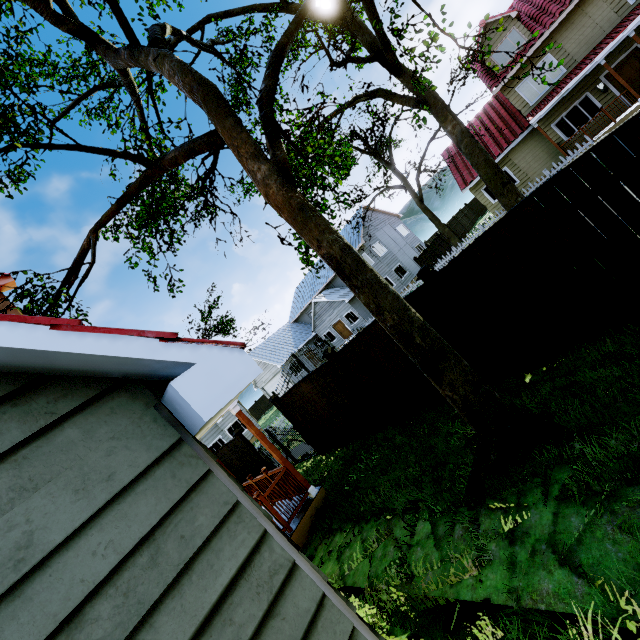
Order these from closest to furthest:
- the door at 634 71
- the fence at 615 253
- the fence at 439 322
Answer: the fence at 615 253 → the fence at 439 322 → the door at 634 71

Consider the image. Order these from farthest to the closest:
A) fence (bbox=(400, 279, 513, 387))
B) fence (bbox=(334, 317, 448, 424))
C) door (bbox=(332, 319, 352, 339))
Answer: door (bbox=(332, 319, 352, 339))
fence (bbox=(334, 317, 448, 424))
fence (bbox=(400, 279, 513, 387))

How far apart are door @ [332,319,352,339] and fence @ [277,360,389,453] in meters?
22.3 m

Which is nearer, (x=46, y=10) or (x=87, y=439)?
(x=87, y=439)

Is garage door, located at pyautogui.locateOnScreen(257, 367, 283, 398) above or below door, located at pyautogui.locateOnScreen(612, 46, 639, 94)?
above

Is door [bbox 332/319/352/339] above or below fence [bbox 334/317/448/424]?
above

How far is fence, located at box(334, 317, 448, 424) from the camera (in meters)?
6.87

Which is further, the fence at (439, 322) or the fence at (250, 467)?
the fence at (250, 467)
